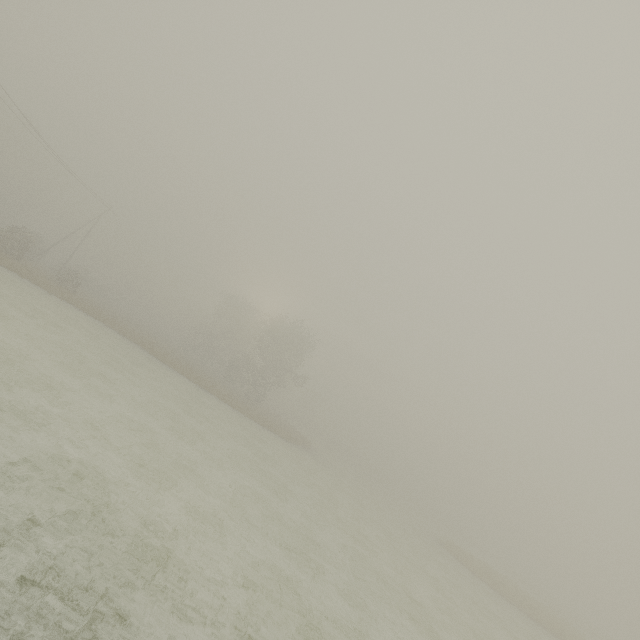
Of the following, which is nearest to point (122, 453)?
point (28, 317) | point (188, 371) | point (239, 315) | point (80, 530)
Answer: point (80, 530)
